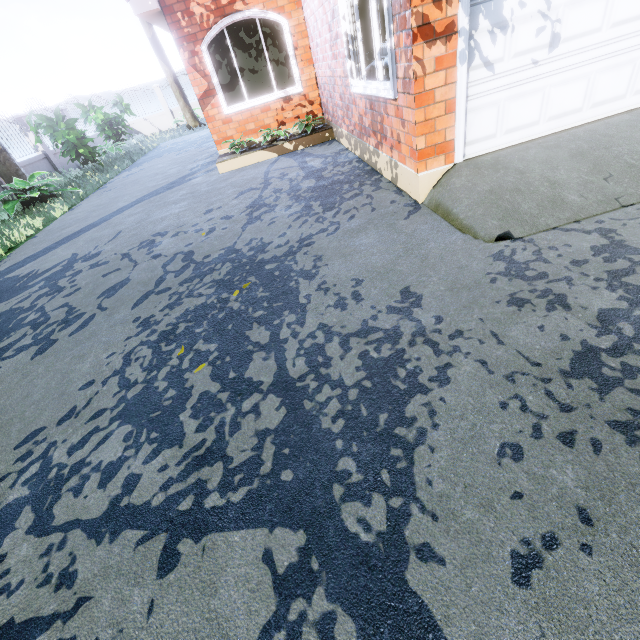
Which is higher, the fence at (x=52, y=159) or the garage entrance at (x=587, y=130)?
the fence at (x=52, y=159)

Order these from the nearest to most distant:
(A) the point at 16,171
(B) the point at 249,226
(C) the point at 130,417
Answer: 1. (C) the point at 130,417
2. (B) the point at 249,226
3. (A) the point at 16,171

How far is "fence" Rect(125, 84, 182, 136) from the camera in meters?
20.1 m

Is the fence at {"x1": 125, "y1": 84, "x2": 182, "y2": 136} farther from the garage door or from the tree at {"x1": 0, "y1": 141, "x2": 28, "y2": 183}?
the tree at {"x1": 0, "y1": 141, "x2": 28, "y2": 183}

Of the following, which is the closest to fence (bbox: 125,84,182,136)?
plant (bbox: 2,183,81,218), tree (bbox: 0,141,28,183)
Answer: plant (bbox: 2,183,81,218)

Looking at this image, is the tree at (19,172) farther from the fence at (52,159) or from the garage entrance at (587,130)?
the fence at (52,159)

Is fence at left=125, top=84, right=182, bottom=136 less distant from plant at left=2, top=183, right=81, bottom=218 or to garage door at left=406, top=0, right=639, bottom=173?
plant at left=2, top=183, right=81, bottom=218

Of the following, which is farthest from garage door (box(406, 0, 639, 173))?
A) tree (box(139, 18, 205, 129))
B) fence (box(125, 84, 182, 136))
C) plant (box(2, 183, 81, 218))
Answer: fence (box(125, 84, 182, 136))
